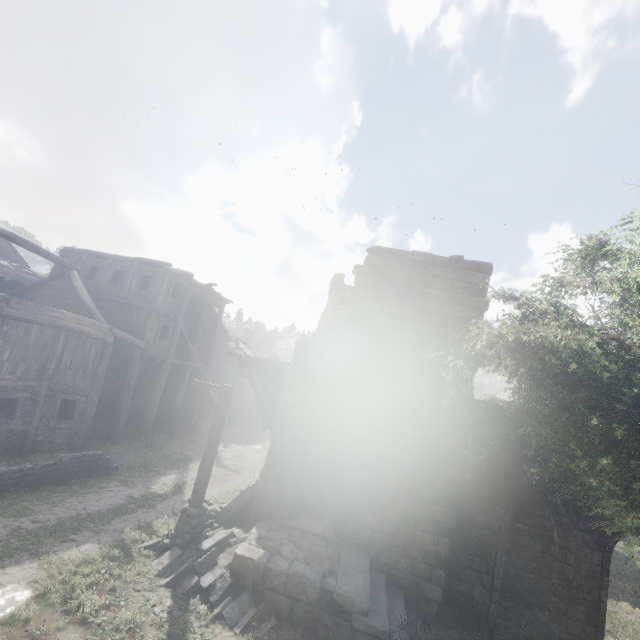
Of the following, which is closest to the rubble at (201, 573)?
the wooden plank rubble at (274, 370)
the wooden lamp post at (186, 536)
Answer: the wooden lamp post at (186, 536)

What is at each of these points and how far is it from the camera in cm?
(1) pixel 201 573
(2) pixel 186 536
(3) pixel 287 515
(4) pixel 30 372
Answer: (1) rubble, 798
(2) wooden lamp post, 901
(3) building, 1032
(4) building, 1309

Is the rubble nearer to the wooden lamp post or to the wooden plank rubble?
the wooden lamp post

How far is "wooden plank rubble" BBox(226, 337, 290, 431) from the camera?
11.3m

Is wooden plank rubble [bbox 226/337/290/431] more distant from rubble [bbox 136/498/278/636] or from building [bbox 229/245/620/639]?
rubble [bbox 136/498/278/636]

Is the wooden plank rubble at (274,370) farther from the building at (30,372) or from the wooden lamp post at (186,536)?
the wooden lamp post at (186,536)

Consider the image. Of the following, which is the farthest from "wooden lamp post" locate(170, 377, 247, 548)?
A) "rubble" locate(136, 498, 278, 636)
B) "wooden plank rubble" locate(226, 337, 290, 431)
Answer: "wooden plank rubble" locate(226, 337, 290, 431)

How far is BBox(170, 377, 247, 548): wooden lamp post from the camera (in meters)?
9.08
